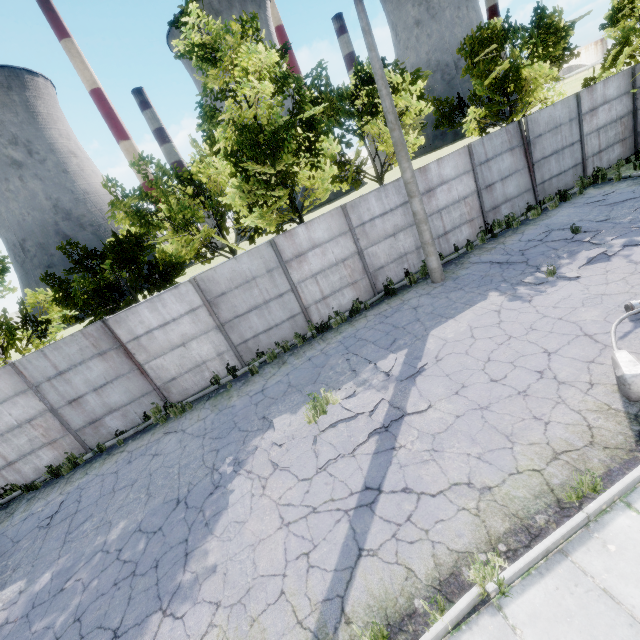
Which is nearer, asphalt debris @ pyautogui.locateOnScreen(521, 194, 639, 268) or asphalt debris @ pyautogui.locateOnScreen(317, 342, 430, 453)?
asphalt debris @ pyautogui.locateOnScreen(317, 342, 430, 453)

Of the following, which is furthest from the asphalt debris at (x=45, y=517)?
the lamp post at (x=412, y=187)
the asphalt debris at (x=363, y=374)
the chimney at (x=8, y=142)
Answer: the chimney at (x=8, y=142)

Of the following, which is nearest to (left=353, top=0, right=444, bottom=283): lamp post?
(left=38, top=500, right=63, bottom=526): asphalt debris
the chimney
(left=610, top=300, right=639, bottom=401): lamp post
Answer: (left=610, top=300, right=639, bottom=401): lamp post

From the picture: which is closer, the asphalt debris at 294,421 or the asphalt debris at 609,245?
the asphalt debris at 294,421

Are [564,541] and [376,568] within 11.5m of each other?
yes

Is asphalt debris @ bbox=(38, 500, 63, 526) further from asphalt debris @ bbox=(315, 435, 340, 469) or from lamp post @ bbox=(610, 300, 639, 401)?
lamp post @ bbox=(610, 300, 639, 401)

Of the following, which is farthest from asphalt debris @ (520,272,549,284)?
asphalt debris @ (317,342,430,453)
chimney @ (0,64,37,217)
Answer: chimney @ (0,64,37,217)

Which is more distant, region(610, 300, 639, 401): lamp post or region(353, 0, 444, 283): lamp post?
region(353, 0, 444, 283): lamp post
